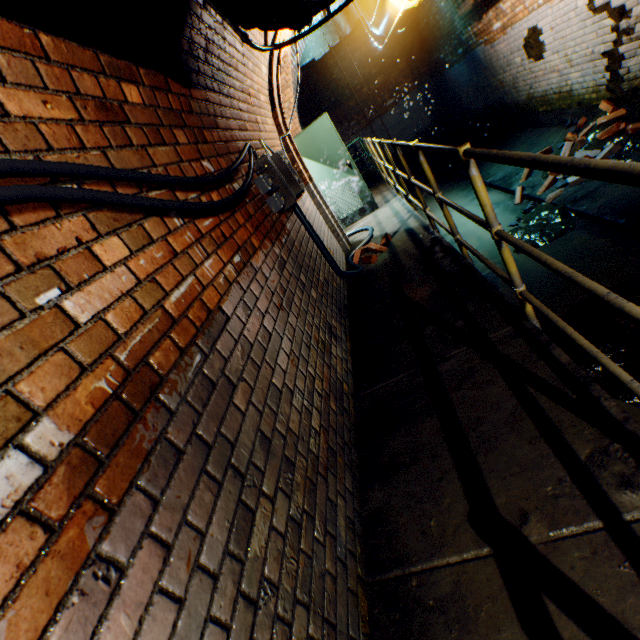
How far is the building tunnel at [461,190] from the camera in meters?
6.9 m

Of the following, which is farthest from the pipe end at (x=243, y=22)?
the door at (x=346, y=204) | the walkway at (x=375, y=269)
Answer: the door at (x=346, y=204)

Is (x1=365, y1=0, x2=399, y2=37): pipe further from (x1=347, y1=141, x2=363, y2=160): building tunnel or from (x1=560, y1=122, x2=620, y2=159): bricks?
(x1=560, y1=122, x2=620, y2=159): bricks

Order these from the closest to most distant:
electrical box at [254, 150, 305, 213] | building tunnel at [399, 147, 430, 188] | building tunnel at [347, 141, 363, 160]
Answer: electrical box at [254, 150, 305, 213] < building tunnel at [399, 147, 430, 188] < building tunnel at [347, 141, 363, 160]

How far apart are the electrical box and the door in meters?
3.7

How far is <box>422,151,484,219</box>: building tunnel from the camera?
6.9m

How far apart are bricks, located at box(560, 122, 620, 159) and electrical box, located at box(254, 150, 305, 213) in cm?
407

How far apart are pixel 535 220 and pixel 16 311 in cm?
596
